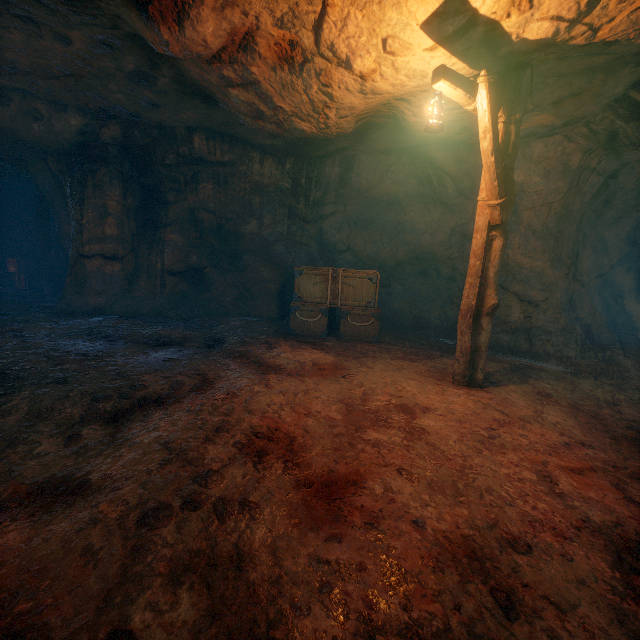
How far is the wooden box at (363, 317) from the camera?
7.7m

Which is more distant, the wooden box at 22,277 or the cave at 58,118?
the wooden box at 22,277

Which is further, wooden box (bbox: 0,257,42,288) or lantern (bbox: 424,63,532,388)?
wooden box (bbox: 0,257,42,288)

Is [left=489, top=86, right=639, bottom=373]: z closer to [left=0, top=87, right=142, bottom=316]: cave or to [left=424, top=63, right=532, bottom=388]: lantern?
[left=424, top=63, right=532, bottom=388]: lantern

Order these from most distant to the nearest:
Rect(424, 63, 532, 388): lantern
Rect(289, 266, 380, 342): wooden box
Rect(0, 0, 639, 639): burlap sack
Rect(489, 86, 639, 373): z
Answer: Rect(289, 266, 380, 342): wooden box, Rect(489, 86, 639, 373): z, Rect(424, 63, 532, 388): lantern, Rect(0, 0, 639, 639): burlap sack

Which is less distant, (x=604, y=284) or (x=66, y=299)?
(x=66, y=299)

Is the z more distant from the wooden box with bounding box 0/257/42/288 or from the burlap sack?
the wooden box with bounding box 0/257/42/288

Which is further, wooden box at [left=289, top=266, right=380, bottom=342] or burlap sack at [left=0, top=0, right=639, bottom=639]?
wooden box at [left=289, top=266, right=380, bottom=342]
